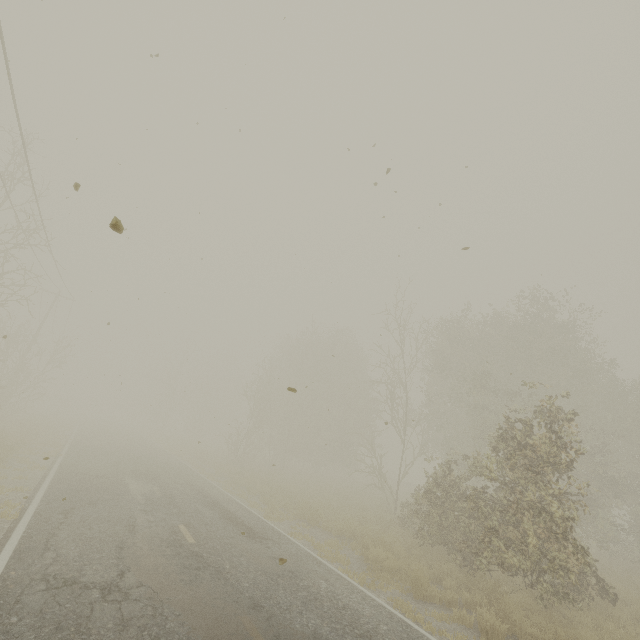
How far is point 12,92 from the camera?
9.23m
